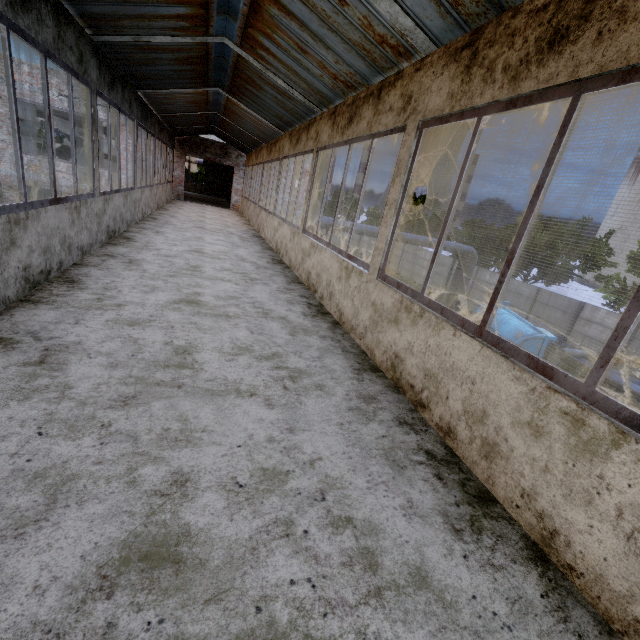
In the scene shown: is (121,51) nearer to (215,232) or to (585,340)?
(215,232)

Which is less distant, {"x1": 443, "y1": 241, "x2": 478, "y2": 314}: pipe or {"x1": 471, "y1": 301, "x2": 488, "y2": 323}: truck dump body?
{"x1": 471, "y1": 301, "x2": 488, "y2": 323}: truck dump body

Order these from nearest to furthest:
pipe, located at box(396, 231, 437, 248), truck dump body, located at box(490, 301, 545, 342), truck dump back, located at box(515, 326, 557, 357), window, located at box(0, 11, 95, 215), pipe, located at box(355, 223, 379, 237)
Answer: window, located at box(0, 11, 95, 215) < truck dump back, located at box(515, 326, 557, 357) < truck dump body, located at box(490, 301, 545, 342) < pipe, located at box(355, 223, 379, 237) < pipe, located at box(396, 231, 437, 248)

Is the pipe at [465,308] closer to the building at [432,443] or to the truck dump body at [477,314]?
the building at [432,443]

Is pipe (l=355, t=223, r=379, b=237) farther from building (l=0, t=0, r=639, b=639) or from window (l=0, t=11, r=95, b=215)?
window (l=0, t=11, r=95, b=215)

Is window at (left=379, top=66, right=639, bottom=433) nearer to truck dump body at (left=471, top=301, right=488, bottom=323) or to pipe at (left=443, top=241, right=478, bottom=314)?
pipe at (left=443, top=241, right=478, bottom=314)

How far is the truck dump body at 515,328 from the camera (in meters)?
14.38
